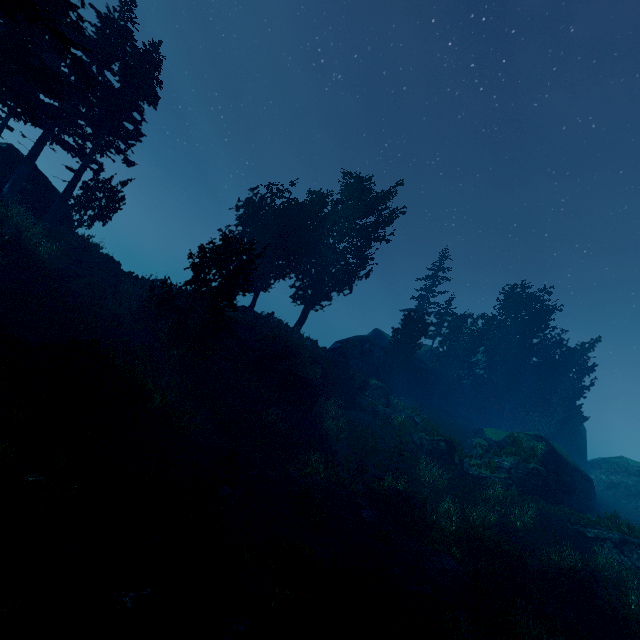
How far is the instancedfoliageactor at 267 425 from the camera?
18.83m

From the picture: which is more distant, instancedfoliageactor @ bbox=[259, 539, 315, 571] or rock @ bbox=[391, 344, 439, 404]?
rock @ bbox=[391, 344, 439, 404]

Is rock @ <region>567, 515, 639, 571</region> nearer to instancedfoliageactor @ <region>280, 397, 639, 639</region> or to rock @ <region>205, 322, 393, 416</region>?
rock @ <region>205, 322, 393, 416</region>

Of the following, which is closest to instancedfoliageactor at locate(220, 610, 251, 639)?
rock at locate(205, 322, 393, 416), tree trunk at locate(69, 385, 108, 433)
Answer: rock at locate(205, 322, 393, 416)

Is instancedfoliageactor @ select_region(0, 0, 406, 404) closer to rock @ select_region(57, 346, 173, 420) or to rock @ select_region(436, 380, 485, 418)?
rock @ select_region(436, 380, 485, 418)

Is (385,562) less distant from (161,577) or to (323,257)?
(161,577)

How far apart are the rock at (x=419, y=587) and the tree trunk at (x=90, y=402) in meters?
11.8 m

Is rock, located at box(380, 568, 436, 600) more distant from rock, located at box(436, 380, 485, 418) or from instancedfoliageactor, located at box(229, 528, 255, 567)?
rock, located at box(436, 380, 485, 418)
